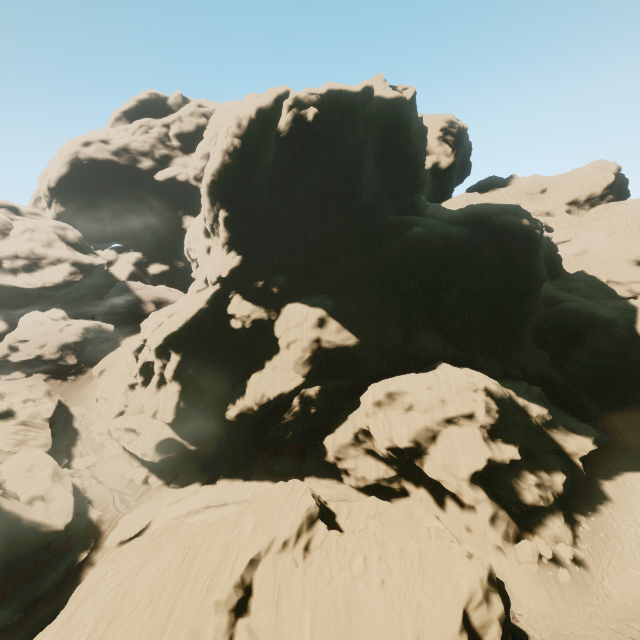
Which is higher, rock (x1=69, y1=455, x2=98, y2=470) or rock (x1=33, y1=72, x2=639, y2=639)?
rock (x1=33, y1=72, x2=639, y2=639)

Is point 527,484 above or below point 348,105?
below

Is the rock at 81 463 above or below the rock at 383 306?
below

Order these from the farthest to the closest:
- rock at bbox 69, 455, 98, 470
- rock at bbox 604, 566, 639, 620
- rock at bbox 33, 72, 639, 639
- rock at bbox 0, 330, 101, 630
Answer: rock at bbox 69, 455, 98, 470 → rock at bbox 0, 330, 101, 630 → rock at bbox 604, 566, 639, 620 → rock at bbox 33, 72, 639, 639

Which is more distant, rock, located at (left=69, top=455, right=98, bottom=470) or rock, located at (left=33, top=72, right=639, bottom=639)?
rock, located at (left=69, top=455, right=98, bottom=470)

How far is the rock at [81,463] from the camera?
39.2m

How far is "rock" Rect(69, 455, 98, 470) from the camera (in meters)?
39.16
